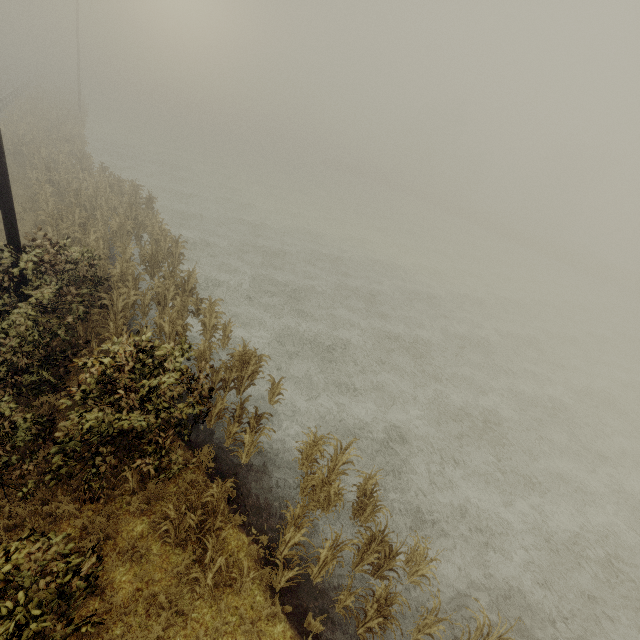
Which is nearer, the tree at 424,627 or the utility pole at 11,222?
the tree at 424,627

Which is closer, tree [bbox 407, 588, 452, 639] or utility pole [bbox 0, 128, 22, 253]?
tree [bbox 407, 588, 452, 639]

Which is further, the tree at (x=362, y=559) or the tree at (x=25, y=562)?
the tree at (x=362, y=559)

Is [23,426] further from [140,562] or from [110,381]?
[140,562]

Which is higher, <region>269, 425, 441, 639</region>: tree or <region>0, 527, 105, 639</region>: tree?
<region>0, 527, 105, 639</region>: tree

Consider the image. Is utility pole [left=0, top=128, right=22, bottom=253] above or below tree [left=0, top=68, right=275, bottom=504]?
above

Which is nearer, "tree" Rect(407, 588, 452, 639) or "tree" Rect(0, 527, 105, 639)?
"tree" Rect(0, 527, 105, 639)

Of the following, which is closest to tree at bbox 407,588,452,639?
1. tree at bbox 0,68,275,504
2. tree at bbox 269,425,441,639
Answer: tree at bbox 269,425,441,639
